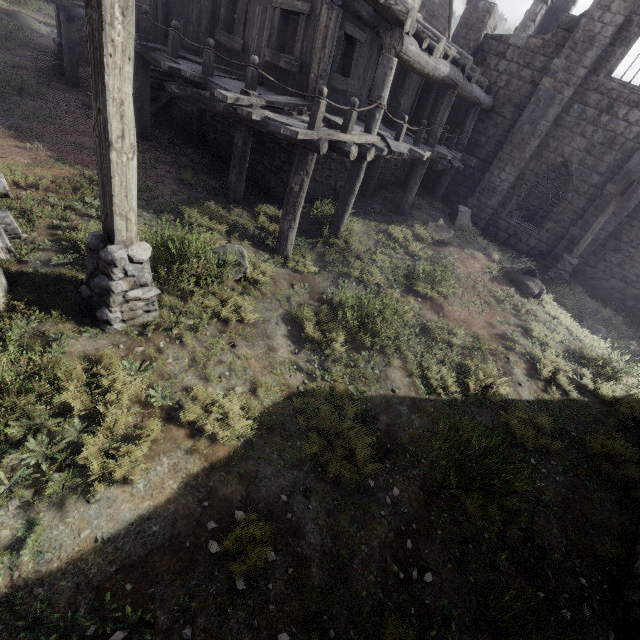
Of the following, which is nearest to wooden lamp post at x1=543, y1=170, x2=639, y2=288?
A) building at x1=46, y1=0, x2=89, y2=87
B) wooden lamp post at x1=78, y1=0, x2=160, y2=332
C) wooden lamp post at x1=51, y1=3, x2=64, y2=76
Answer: building at x1=46, y1=0, x2=89, y2=87

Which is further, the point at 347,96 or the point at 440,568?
the point at 347,96

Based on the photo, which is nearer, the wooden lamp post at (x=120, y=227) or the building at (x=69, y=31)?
the wooden lamp post at (x=120, y=227)

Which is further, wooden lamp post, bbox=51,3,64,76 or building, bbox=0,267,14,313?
wooden lamp post, bbox=51,3,64,76

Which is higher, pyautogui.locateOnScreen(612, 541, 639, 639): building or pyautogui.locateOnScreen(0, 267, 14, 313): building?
pyautogui.locateOnScreen(0, 267, 14, 313): building

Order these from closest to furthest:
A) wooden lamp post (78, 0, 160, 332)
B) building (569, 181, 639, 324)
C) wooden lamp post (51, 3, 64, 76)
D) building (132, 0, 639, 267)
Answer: wooden lamp post (78, 0, 160, 332) → building (132, 0, 639, 267) → wooden lamp post (51, 3, 64, 76) → building (569, 181, 639, 324)

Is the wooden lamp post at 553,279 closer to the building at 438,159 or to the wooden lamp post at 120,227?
the building at 438,159
